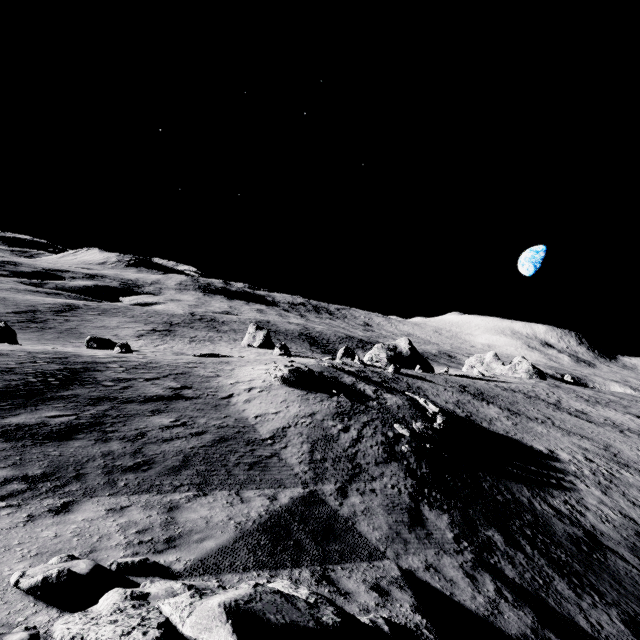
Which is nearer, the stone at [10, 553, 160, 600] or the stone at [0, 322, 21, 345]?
the stone at [10, 553, 160, 600]

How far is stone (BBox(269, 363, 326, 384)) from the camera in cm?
2270

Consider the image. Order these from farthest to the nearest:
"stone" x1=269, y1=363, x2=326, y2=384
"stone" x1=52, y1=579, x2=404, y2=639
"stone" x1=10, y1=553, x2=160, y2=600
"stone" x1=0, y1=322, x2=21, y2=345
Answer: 1. "stone" x1=0, y1=322, x2=21, y2=345
2. "stone" x1=269, y1=363, x2=326, y2=384
3. "stone" x1=10, y1=553, x2=160, y2=600
4. "stone" x1=52, y1=579, x2=404, y2=639

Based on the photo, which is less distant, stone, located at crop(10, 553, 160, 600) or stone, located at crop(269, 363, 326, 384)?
stone, located at crop(10, 553, 160, 600)

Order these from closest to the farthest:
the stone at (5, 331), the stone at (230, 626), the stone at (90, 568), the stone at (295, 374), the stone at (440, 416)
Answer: the stone at (230, 626)
the stone at (90, 568)
the stone at (440, 416)
the stone at (295, 374)
the stone at (5, 331)

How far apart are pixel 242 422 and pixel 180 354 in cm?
2665

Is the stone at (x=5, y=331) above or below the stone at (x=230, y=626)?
below

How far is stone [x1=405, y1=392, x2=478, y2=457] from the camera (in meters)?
19.39
